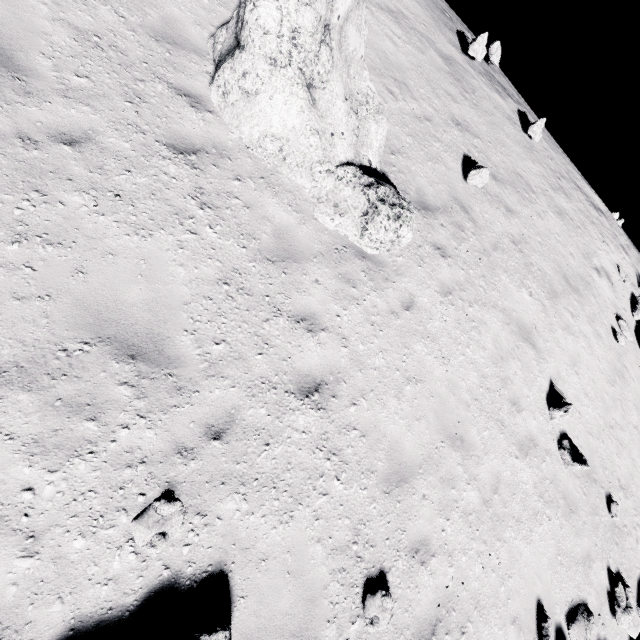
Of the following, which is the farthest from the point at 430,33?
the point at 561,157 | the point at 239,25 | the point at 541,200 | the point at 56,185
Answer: the point at 56,185

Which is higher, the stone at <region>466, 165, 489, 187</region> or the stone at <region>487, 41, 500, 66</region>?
the stone at <region>487, 41, 500, 66</region>

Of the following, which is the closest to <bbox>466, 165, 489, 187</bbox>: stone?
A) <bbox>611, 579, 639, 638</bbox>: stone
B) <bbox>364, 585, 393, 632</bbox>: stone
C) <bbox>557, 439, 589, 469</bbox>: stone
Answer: <bbox>557, 439, 589, 469</bbox>: stone

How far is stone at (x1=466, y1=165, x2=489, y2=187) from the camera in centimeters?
882cm

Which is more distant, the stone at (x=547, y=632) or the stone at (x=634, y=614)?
the stone at (x=634, y=614)

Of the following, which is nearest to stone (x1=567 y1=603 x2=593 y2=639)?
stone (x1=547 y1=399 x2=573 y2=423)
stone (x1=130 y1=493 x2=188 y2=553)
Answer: stone (x1=547 y1=399 x2=573 y2=423)

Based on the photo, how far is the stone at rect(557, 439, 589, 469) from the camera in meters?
8.0 m

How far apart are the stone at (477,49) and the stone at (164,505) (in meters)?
Answer: 16.07
